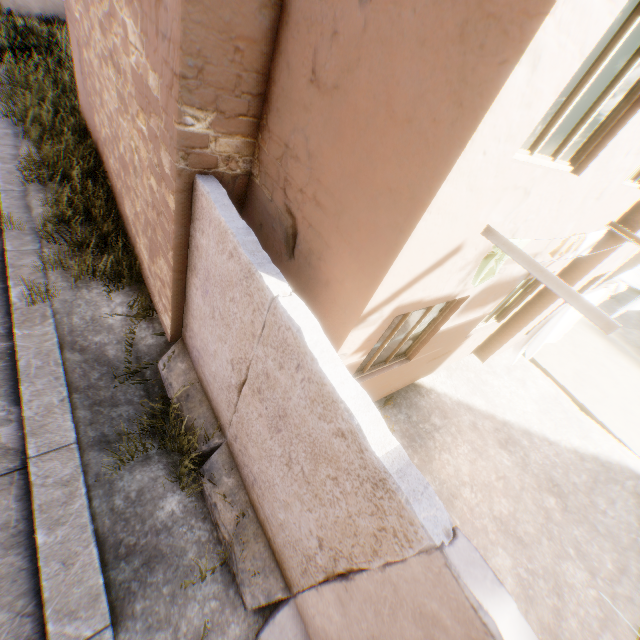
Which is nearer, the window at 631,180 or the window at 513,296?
the window at 631,180

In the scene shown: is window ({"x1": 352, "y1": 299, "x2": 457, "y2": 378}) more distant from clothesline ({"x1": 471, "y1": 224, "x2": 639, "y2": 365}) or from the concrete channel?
the concrete channel

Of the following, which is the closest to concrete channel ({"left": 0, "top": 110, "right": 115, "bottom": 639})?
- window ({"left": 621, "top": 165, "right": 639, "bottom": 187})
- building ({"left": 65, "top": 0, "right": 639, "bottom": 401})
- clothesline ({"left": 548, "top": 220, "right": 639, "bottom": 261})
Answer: building ({"left": 65, "top": 0, "right": 639, "bottom": 401})

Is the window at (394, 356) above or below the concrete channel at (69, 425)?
above

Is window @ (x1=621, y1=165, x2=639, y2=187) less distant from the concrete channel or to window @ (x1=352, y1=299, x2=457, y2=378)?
window @ (x1=352, y1=299, x2=457, y2=378)

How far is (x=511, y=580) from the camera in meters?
5.2 m

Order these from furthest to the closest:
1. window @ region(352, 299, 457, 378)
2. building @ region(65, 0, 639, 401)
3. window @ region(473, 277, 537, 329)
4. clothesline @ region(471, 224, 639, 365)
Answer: window @ region(473, 277, 537, 329)
window @ region(352, 299, 457, 378)
clothesline @ region(471, 224, 639, 365)
building @ region(65, 0, 639, 401)

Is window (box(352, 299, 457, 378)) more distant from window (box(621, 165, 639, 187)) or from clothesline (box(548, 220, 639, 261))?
window (box(621, 165, 639, 187))
